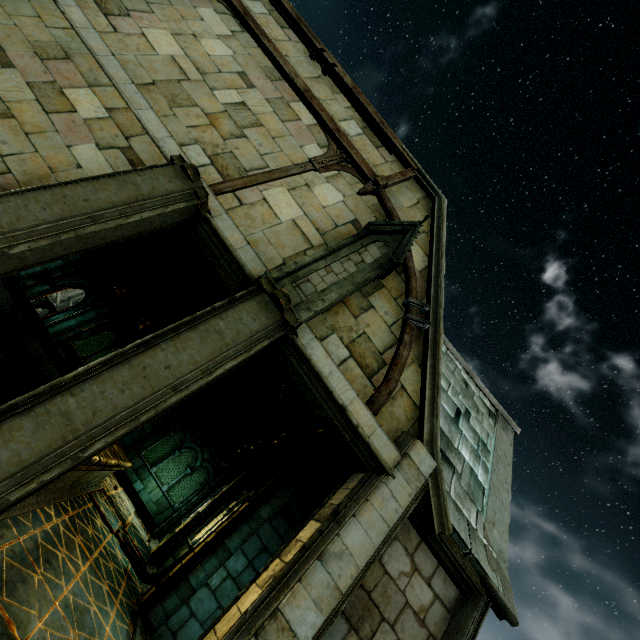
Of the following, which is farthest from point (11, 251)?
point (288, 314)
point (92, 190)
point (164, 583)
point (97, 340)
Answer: point (97, 340)

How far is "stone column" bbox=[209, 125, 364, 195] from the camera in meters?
6.0

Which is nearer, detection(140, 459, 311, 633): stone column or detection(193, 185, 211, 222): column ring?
detection(193, 185, 211, 222): column ring

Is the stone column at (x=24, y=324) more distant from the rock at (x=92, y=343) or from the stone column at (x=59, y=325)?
the rock at (x=92, y=343)

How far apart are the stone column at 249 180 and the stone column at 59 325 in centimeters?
1298cm

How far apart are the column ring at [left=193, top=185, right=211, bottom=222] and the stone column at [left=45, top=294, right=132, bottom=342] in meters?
13.3 m

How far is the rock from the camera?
46.9 meters

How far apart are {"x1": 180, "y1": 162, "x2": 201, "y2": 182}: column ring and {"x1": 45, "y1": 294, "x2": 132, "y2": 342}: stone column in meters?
13.5
